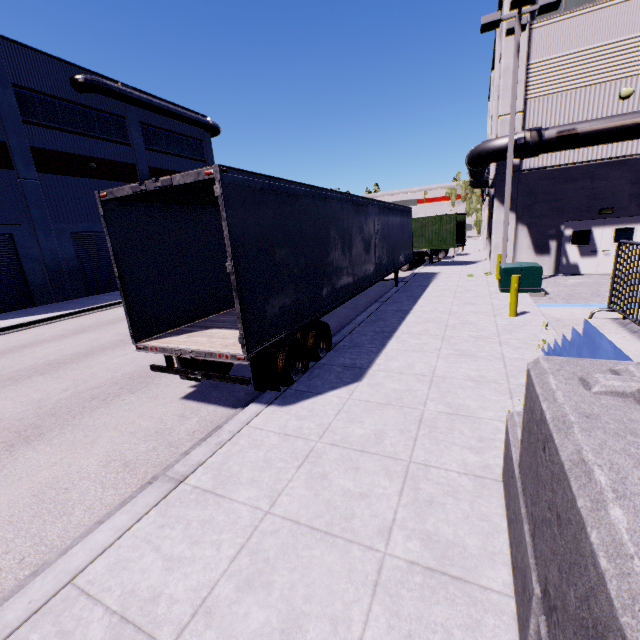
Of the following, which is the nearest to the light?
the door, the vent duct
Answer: Answer: the door

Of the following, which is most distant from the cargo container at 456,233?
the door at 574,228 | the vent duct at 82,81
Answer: the door at 574,228

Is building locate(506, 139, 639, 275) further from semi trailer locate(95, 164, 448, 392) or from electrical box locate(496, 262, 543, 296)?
electrical box locate(496, 262, 543, 296)

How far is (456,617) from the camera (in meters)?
2.33

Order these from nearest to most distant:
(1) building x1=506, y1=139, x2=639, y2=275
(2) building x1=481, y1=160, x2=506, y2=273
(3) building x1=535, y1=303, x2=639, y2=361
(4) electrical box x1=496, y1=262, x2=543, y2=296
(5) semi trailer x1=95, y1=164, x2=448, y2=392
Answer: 1. (3) building x1=535, y1=303, x2=639, y2=361
2. (5) semi trailer x1=95, y1=164, x2=448, y2=392
3. (4) electrical box x1=496, y1=262, x2=543, y2=296
4. (1) building x1=506, y1=139, x2=639, y2=275
5. (2) building x1=481, y1=160, x2=506, y2=273

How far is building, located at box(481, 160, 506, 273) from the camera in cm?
1567

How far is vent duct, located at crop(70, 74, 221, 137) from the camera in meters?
21.1 m

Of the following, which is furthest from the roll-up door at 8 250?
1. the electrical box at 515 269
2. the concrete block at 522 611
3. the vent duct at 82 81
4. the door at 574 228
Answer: the concrete block at 522 611
